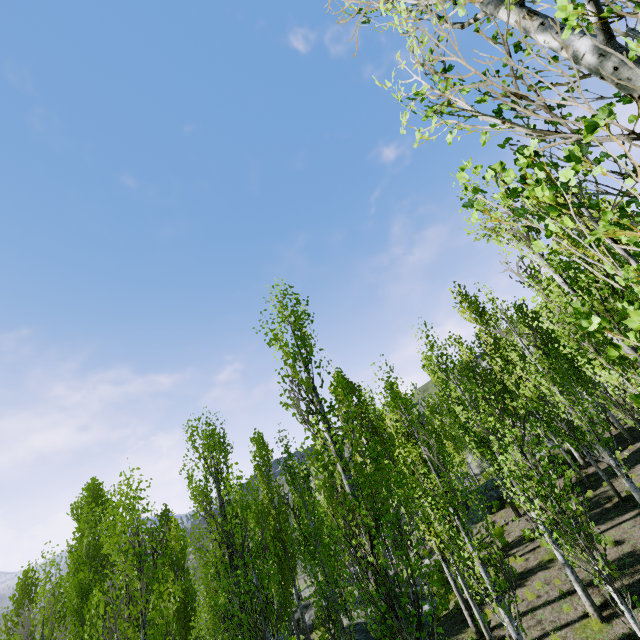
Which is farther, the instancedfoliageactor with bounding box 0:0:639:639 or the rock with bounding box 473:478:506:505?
the rock with bounding box 473:478:506:505

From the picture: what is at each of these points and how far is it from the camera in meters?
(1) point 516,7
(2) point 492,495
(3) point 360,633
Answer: (1) instancedfoliageactor, 2.0 m
(2) rock, 21.2 m
(3) rock, 14.4 m

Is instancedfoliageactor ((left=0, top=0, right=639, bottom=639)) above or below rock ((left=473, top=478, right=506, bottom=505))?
above

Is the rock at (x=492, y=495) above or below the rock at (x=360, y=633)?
above

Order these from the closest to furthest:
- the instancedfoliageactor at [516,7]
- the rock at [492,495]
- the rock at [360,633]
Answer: the instancedfoliageactor at [516,7] → the rock at [360,633] → the rock at [492,495]

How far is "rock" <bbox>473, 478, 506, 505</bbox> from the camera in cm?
2077

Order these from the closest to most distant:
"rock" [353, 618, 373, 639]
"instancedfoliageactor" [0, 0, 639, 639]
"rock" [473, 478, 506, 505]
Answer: "instancedfoliageactor" [0, 0, 639, 639]
"rock" [353, 618, 373, 639]
"rock" [473, 478, 506, 505]

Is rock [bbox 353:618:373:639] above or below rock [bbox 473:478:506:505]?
below
